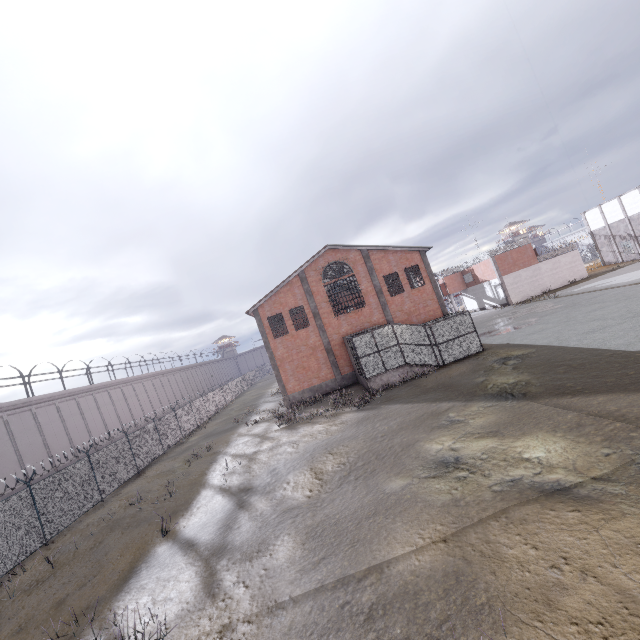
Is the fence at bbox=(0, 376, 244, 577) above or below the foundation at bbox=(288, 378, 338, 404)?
above

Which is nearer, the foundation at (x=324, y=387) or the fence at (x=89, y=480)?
the fence at (x=89, y=480)

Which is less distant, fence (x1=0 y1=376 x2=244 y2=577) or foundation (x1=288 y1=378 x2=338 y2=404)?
fence (x1=0 y1=376 x2=244 y2=577)

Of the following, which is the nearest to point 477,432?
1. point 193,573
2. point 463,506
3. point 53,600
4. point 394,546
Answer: point 463,506

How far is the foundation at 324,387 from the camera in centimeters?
2784cm

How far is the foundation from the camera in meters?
27.8
